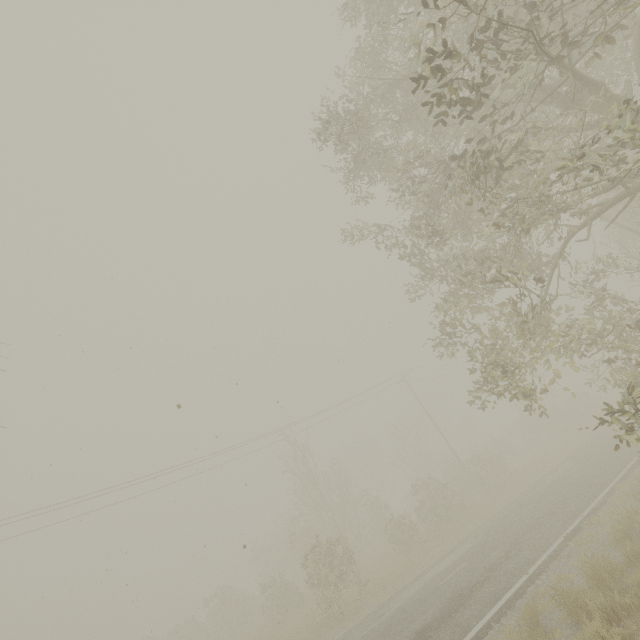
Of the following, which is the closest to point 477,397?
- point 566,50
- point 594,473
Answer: point 566,50
